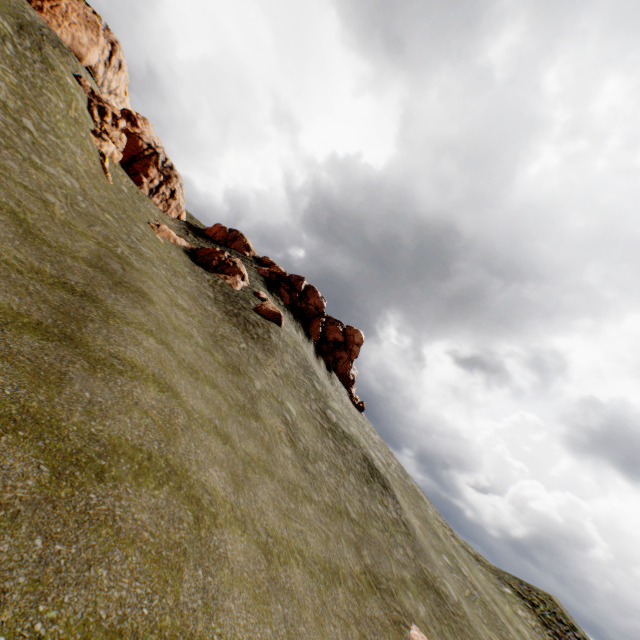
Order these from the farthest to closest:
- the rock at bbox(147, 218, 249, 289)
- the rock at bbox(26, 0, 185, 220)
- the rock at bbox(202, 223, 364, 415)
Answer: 1. the rock at bbox(202, 223, 364, 415)
2. the rock at bbox(147, 218, 249, 289)
3. the rock at bbox(26, 0, 185, 220)

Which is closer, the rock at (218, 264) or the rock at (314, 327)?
the rock at (218, 264)

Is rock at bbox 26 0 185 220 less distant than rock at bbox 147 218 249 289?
Yes

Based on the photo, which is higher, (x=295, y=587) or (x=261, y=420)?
(x=261, y=420)

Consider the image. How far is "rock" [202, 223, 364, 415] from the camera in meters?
39.6

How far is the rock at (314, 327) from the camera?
39.62m
